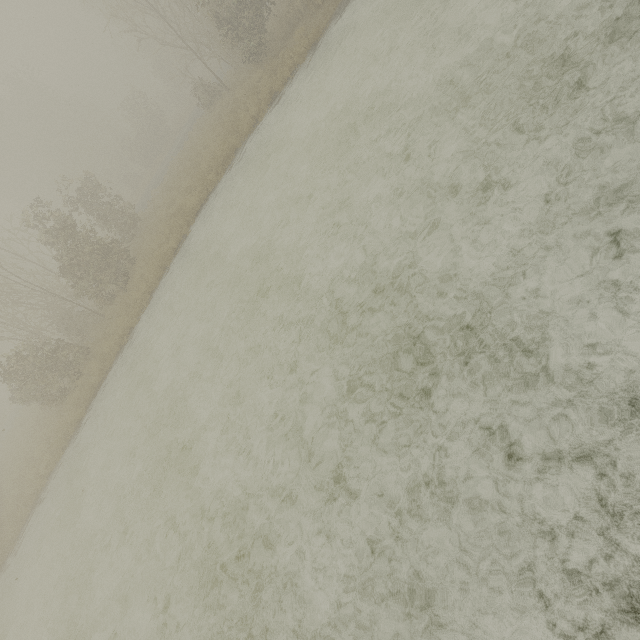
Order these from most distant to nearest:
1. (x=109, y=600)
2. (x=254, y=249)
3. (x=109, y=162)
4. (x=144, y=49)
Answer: (x=109, y=162) < (x=144, y=49) < (x=254, y=249) < (x=109, y=600)
